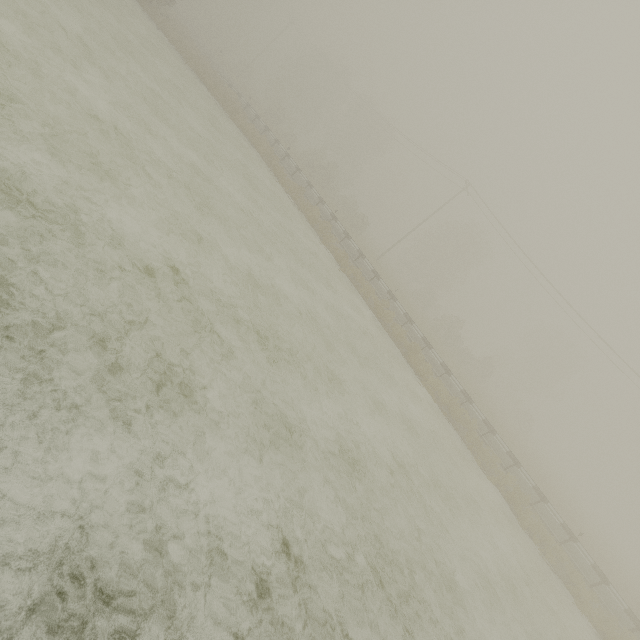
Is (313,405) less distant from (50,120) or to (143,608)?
(143,608)
